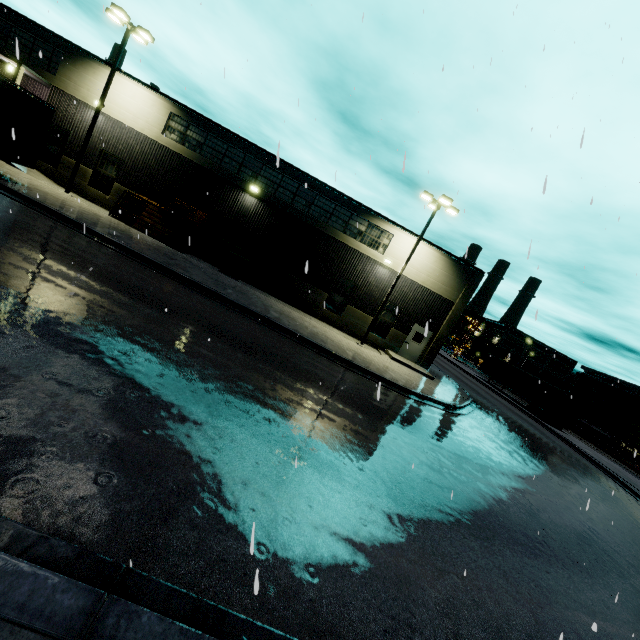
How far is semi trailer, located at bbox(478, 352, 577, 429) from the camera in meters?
32.0

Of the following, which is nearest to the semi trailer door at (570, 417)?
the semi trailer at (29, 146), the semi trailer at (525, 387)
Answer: the semi trailer at (525, 387)

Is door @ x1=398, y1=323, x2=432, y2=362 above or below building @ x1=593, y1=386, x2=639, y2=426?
below

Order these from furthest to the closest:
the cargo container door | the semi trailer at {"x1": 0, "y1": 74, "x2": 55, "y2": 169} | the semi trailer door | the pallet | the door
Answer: the cargo container door, the semi trailer door, the door, the pallet, the semi trailer at {"x1": 0, "y1": 74, "x2": 55, "y2": 169}

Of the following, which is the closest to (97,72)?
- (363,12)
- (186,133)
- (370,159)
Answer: (186,133)

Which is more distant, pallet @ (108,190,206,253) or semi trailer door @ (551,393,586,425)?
semi trailer door @ (551,393,586,425)

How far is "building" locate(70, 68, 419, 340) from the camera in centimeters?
2003cm

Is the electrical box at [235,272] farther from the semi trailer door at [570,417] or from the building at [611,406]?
the semi trailer door at [570,417]
